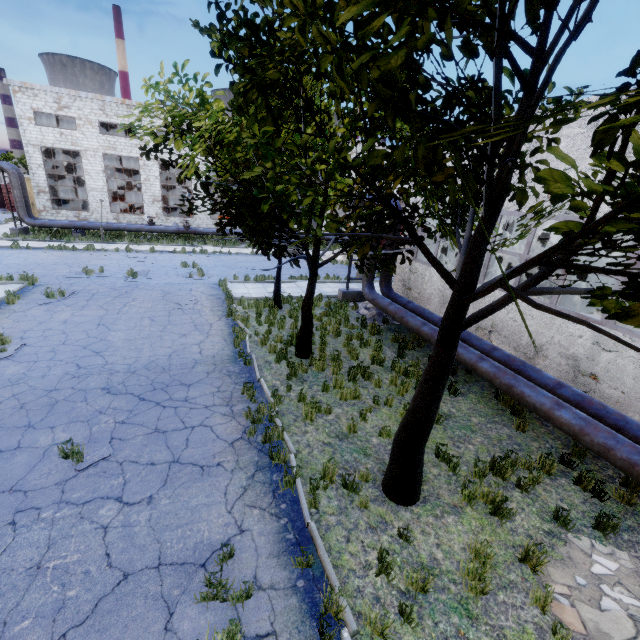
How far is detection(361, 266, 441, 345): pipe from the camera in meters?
11.1

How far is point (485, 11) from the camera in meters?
3.3

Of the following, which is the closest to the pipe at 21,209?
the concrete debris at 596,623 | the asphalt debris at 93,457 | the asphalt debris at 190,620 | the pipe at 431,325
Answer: the pipe at 431,325

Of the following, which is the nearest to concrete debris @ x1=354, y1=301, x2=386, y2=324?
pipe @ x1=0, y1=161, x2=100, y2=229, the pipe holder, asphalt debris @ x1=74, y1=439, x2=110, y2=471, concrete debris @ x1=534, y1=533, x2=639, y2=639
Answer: the pipe holder

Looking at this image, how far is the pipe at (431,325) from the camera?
11.07m

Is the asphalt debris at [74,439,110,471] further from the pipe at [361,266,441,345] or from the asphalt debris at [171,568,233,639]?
the pipe at [361,266,441,345]

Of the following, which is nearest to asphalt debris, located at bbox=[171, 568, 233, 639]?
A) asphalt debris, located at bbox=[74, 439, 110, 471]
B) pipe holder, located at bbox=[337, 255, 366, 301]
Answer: asphalt debris, located at bbox=[74, 439, 110, 471]

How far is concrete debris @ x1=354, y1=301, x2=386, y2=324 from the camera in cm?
1466
